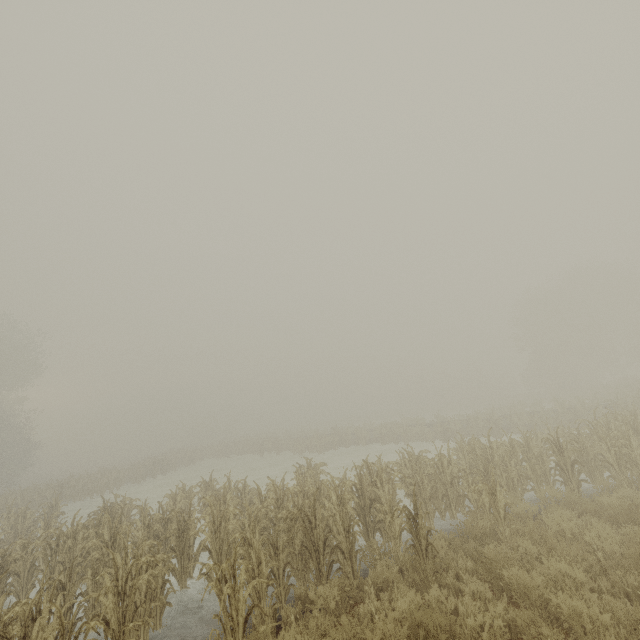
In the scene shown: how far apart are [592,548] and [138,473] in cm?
3260
